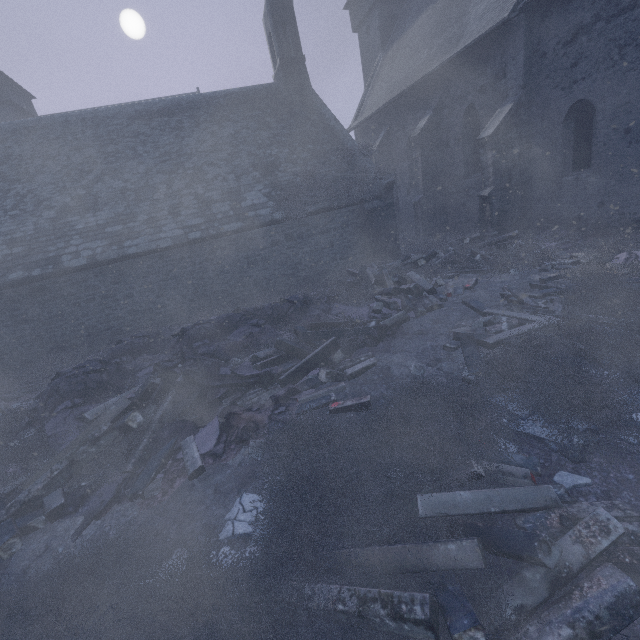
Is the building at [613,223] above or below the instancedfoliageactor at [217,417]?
above

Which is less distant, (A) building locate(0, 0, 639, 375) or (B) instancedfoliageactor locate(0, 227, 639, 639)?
(B) instancedfoliageactor locate(0, 227, 639, 639)

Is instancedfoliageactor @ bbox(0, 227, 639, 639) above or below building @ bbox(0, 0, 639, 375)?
below

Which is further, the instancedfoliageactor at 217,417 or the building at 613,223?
the building at 613,223

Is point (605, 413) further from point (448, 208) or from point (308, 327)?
point (448, 208)
